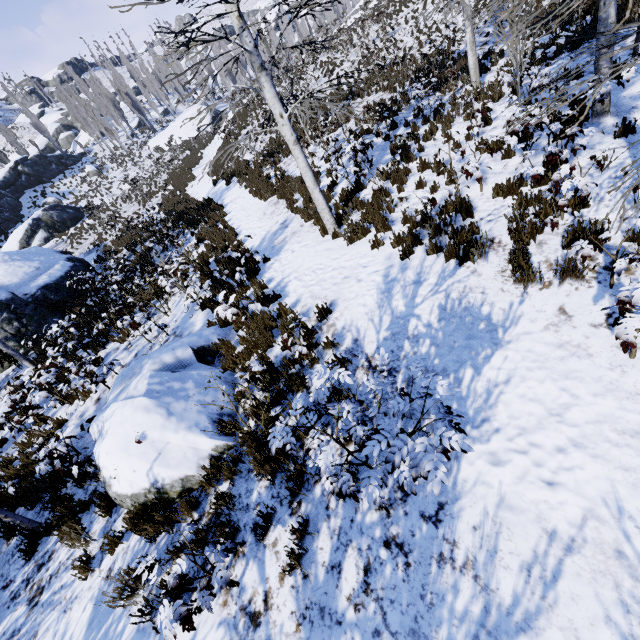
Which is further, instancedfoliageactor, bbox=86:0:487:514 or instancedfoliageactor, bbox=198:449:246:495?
instancedfoliageactor, bbox=198:449:246:495

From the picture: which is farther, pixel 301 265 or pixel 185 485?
pixel 301 265

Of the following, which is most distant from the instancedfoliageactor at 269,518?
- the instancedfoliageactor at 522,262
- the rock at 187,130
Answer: the instancedfoliageactor at 522,262

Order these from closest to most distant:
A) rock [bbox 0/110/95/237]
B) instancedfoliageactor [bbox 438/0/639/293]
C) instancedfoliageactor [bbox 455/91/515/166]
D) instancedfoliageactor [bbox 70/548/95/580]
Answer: instancedfoliageactor [bbox 438/0/639/293] < instancedfoliageactor [bbox 70/548/95/580] < instancedfoliageactor [bbox 455/91/515/166] < rock [bbox 0/110/95/237]

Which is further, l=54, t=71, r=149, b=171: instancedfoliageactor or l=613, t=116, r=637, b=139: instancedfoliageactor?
l=54, t=71, r=149, b=171: instancedfoliageactor

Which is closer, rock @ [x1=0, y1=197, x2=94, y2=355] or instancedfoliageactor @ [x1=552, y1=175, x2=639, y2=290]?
instancedfoliageactor @ [x1=552, y1=175, x2=639, y2=290]

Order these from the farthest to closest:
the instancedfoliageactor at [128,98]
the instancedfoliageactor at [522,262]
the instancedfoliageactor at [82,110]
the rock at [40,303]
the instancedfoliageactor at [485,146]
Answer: the instancedfoliageactor at [128,98] → the instancedfoliageactor at [82,110] → the rock at [40,303] → the instancedfoliageactor at [485,146] → the instancedfoliageactor at [522,262]

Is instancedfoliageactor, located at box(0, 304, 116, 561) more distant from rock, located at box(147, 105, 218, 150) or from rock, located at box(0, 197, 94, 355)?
rock, located at box(0, 197, 94, 355)
